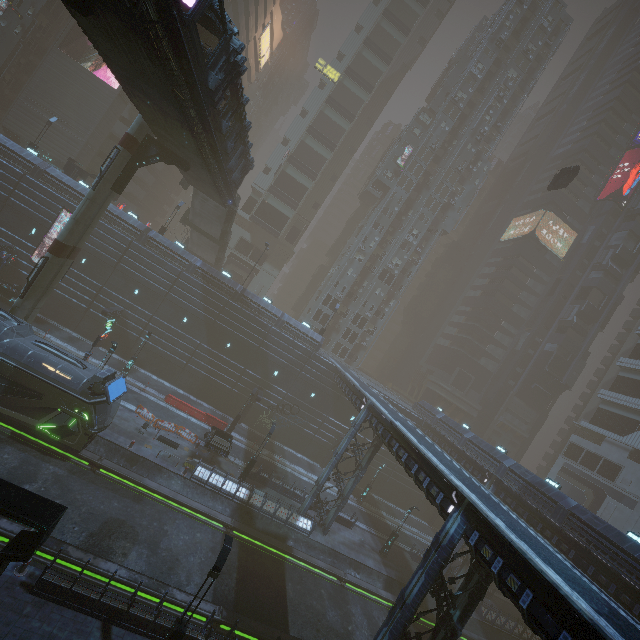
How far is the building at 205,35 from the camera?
47.53m

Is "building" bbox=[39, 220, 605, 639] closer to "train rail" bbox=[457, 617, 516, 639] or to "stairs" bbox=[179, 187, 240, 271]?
"train rail" bbox=[457, 617, 516, 639]

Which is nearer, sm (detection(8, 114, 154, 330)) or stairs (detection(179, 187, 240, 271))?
sm (detection(8, 114, 154, 330))

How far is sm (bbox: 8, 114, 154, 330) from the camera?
22.38m

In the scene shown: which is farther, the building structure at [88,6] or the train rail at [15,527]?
the train rail at [15,527]

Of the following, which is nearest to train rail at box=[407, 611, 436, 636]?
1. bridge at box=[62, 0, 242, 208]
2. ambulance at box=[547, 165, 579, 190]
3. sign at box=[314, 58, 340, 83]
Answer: bridge at box=[62, 0, 242, 208]

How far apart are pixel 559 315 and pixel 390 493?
45.7m

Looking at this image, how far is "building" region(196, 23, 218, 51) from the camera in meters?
47.5 m
